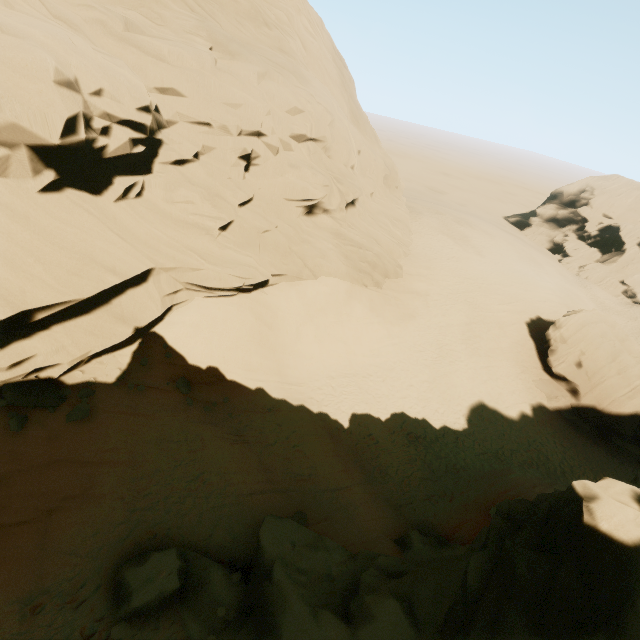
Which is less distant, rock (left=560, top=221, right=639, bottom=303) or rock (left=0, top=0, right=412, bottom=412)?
rock (left=0, top=0, right=412, bottom=412)

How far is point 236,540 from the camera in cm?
1064

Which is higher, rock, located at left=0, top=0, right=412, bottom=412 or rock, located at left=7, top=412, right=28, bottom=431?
rock, located at left=0, top=0, right=412, bottom=412

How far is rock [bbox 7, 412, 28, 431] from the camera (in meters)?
9.63

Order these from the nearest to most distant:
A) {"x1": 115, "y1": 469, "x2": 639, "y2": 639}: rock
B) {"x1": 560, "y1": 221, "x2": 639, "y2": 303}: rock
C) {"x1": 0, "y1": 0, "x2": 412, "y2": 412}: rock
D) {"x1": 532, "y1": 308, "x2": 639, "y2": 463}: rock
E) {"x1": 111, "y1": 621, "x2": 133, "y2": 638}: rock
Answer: {"x1": 115, "y1": 469, "x2": 639, "y2": 639}: rock, {"x1": 111, "y1": 621, "x2": 133, "y2": 638}: rock, {"x1": 0, "y1": 0, "x2": 412, "y2": 412}: rock, {"x1": 532, "y1": 308, "x2": 639, "y2": 463}: rock, {"x1": 560, "y1": 221, "x2": 639, "y2": 303}: rock

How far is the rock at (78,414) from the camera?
10.98m

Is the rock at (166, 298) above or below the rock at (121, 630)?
above
